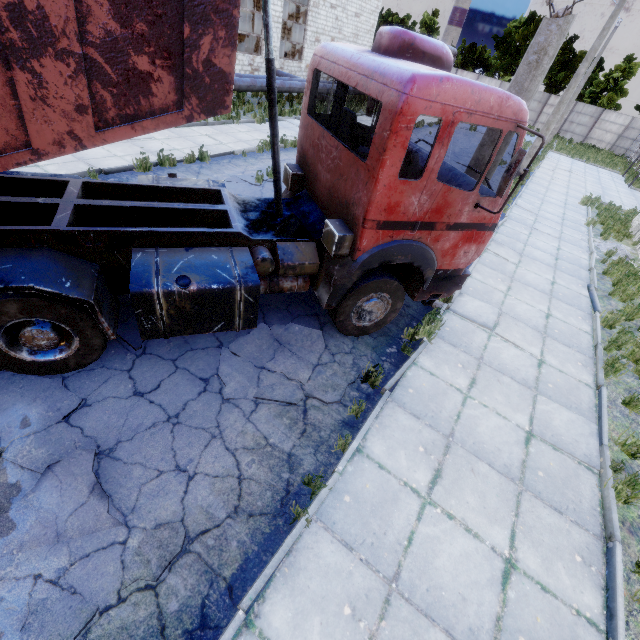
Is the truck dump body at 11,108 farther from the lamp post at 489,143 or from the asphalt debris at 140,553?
the lamp post at 489,143

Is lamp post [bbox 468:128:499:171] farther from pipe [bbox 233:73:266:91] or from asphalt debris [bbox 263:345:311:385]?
pipe [bbox 233:73:266:91]

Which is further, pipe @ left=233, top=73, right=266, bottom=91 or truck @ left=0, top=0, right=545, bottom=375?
pipe @ left=233, top=73, right=266, bottom=91

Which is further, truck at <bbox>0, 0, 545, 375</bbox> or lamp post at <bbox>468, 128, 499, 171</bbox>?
lamp post at <bbox>468, 128, 499, 171</bbox>

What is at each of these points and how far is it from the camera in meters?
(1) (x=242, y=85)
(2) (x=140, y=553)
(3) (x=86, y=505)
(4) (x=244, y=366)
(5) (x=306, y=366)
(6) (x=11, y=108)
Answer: (1) pipe, 16.2
(2) asphalt debris, 3.0
(3) asphalt debris, 3.1
(4) asphalt debris, 4.7
(5) asphalt debris, 5.0
(6) truck dump body, 2.2

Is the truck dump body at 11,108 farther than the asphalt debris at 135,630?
No

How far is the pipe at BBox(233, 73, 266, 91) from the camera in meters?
16.0

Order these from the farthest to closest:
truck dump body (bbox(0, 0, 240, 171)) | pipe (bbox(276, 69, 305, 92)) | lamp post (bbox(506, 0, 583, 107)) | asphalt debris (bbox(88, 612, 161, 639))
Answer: pipe (bbox(276, 69, 305, 92)) < lamp post (bbox(506, 0, 583, 107)) < asphalt debris (bbox(88, 612, 161, 639)) < truck dump body (bbox(0, 0, 240, 171))
